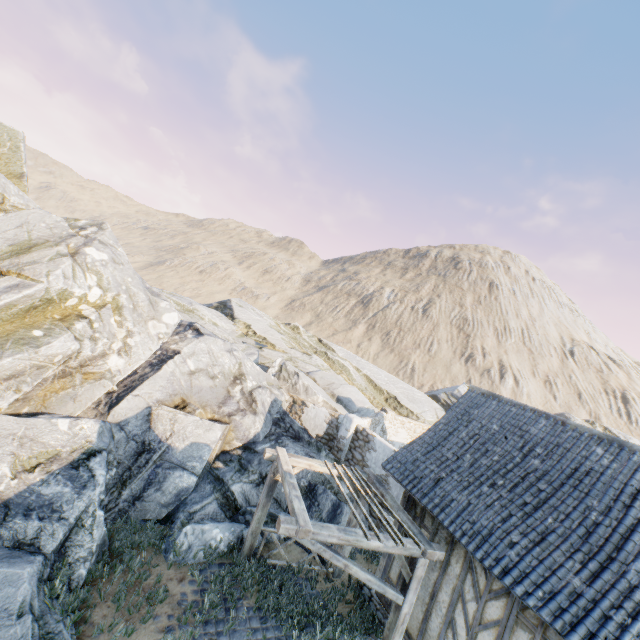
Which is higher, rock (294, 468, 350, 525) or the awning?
the awning

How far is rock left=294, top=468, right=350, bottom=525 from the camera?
10.4m

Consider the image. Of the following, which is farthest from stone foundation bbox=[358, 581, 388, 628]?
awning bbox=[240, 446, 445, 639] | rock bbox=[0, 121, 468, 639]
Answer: rock bbox=[0, 121, 468, 639]

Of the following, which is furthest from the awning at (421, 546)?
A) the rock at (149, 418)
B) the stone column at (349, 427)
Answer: the stone column at (349, 427)

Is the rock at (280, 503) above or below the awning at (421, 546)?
below

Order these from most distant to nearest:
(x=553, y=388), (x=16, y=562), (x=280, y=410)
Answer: (x=553, y=388), (x=280, y=410), (x=16, y=562)

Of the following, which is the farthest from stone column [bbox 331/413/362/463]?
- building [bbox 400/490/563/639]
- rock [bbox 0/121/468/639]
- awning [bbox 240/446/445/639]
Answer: building [bbox 400/490/563/639]

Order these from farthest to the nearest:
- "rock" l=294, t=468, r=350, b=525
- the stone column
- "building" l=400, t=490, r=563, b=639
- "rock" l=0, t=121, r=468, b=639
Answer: the stone column
"rock" l=294, t=468, r=350, b=525
"rock" l=0, t=121, r=468, b=639
"building" l=400, t=490, r=563, b=639
